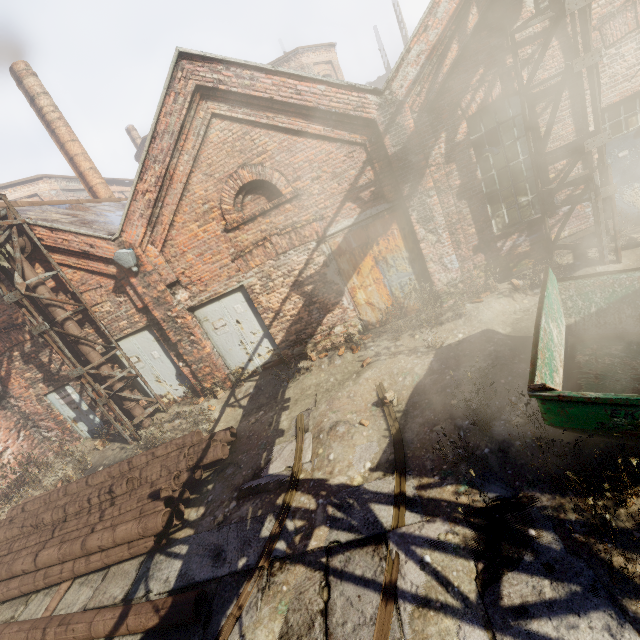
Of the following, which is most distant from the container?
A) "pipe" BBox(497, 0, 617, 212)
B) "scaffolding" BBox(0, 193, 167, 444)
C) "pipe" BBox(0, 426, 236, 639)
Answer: "scaffolding" BBox(0, 193, 167, 444)

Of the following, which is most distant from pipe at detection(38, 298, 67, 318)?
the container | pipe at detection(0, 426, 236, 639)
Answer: pipe at detection(0, 426, 236, 639)

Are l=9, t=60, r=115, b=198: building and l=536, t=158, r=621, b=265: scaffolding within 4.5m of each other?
no

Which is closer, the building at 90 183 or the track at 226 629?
the track at 226 629

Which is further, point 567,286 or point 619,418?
point 567,286

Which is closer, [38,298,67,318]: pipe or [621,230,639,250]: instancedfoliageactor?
[621,230,639,250]: instancedfoliageactor

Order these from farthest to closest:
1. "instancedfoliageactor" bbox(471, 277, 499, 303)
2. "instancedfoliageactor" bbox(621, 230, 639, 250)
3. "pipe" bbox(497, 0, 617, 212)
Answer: "instancedfoliageactor" bbox(471, 277, 499, 303) < "instancedfoliageactor" bbox(621, 230, 639, 250) < "pipe" bbox(497, 0, 617, 212)

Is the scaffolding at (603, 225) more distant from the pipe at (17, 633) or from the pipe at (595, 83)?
the pipe at (17, 633)
